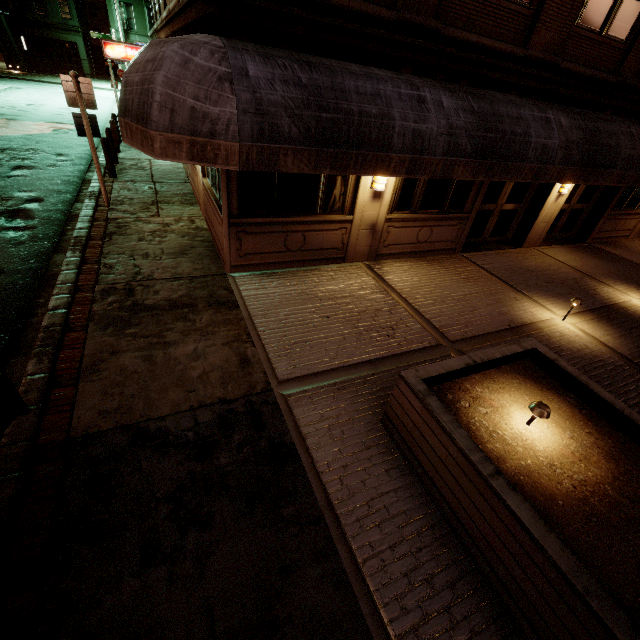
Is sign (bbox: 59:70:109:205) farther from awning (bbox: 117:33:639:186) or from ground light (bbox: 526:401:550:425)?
ground light (bbox: 526:401:550:425)

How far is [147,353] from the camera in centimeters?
493cm

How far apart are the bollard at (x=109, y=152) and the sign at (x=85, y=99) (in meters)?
4.79

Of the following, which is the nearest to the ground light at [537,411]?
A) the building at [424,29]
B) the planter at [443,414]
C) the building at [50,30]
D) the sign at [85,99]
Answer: the planter at [443,414]

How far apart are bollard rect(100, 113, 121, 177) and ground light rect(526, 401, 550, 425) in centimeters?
1558cm

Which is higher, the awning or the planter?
the awning

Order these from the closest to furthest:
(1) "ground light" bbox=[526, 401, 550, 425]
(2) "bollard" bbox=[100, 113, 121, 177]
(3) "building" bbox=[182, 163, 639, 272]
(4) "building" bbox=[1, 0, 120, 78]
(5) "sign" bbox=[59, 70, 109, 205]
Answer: (1) "ground light" bbox=[526, 401, 550, 425], (3) "building" bbox=[182, 163, 639, 272], (5) "sign" bbox=[59, 70, 109, 205], (2) "bollard" bbox=[100, 113, 121, 177], (4) "building" bbox=[1, 0, 120, 78]

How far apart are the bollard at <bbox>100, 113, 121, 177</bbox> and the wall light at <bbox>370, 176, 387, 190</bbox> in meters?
11.0 m
